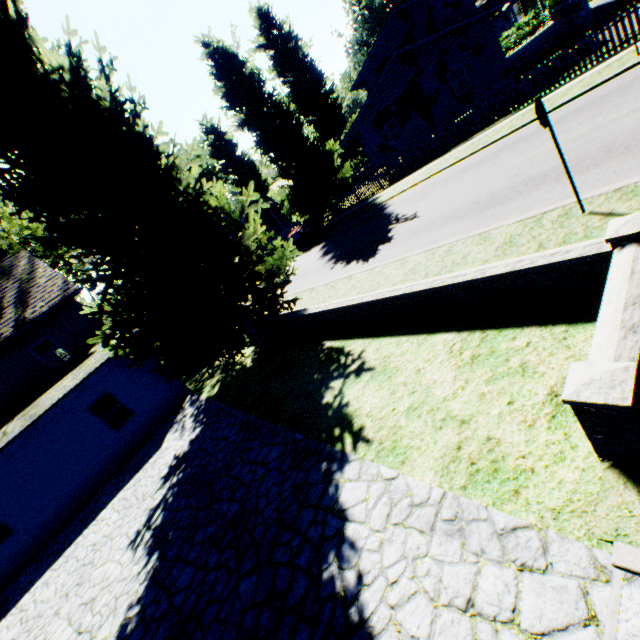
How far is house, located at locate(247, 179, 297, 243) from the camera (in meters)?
41.66

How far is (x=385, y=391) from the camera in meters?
6.0 m

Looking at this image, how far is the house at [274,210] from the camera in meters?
41.7

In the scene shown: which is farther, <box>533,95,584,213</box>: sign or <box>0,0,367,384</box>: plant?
<box>0,0,367,384</box>: plant

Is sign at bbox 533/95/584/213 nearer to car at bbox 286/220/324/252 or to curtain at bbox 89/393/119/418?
curtain at bbox 89/393/119/418

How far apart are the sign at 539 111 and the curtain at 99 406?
16.0m

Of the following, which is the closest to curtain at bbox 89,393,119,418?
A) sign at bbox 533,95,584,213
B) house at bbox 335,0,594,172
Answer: sign at bbox 533,95,584,213

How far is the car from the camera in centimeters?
2452cm
